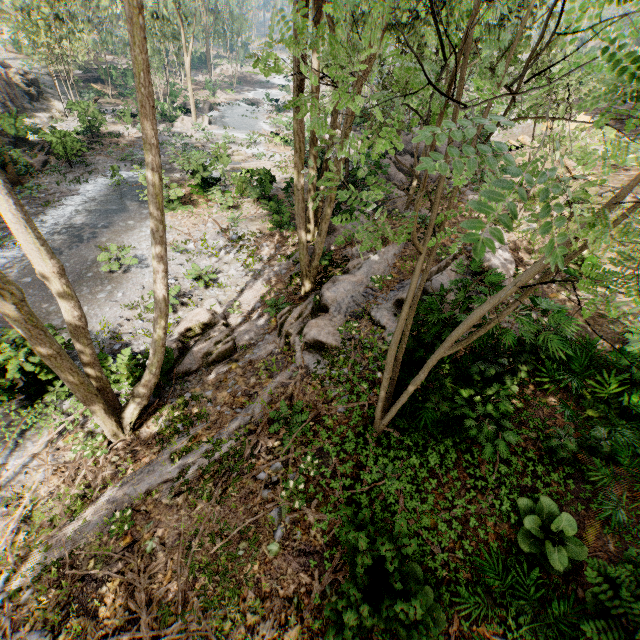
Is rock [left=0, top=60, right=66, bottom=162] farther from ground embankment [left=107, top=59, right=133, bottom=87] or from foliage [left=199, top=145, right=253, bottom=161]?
ground embankment [left=107, top=59, right=133, bottom=87]

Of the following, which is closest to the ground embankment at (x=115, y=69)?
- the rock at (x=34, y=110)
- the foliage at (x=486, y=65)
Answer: the foliage at (x=486, y=65)

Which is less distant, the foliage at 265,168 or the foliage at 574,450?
the foliage at 574,450

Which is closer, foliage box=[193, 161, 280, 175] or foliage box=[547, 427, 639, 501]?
foliage box=[547, 427, 639, 501]

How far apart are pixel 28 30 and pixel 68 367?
31.4m
